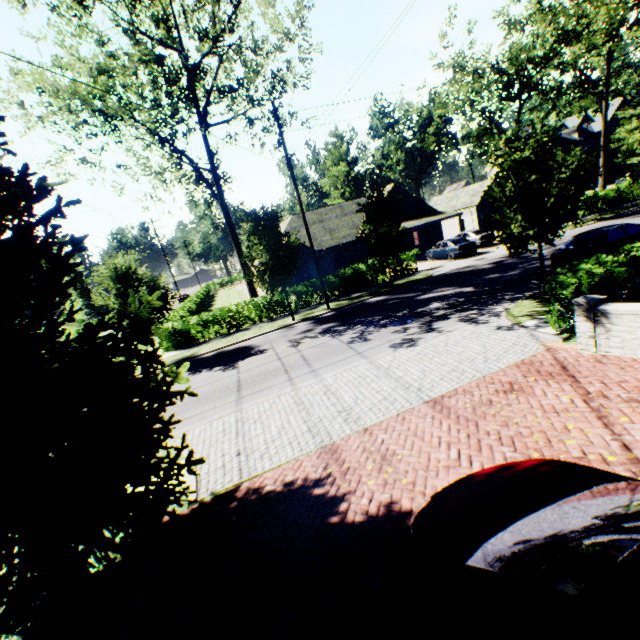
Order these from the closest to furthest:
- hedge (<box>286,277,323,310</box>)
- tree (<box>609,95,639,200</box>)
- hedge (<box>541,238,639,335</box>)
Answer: hedge (<box>541,238,639,335</box>), tree (<box>609,95,639,200</box>), hedge (<box>286,277,323,310</box>)

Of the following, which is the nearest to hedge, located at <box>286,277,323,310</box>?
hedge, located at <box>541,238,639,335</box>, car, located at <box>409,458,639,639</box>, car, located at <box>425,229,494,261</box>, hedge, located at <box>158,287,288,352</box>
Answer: car, located at <box>425,229,494,261</box>

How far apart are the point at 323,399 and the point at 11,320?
6.8m

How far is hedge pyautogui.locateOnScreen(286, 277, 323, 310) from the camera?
22.3 meters

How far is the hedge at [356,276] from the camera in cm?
2295

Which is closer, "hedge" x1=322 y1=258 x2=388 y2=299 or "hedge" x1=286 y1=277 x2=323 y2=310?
"hedge" x1=286 y1=277 x2=323 y2=310

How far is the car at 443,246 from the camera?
24.48m

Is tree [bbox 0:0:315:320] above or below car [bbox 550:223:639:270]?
above
